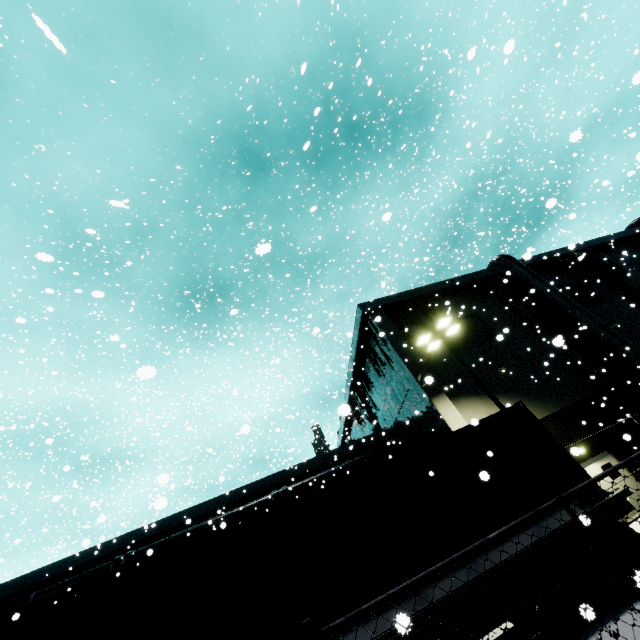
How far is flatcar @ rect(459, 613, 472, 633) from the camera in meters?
5.8 m

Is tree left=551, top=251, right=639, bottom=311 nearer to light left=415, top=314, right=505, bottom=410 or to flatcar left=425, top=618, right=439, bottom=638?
flatcar left=425, top=618, right=439, bottom=638

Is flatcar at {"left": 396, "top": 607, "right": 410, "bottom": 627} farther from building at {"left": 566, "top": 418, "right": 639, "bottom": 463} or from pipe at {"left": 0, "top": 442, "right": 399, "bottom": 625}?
building at {"left": 566, "top": 418, "right": 639, "bottom": 463}

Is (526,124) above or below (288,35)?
below

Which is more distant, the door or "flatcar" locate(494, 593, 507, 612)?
the door

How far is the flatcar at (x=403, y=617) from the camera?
2.3 meters

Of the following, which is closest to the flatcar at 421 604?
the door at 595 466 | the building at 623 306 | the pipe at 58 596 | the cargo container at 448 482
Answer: Result: the cargo container at 448 482

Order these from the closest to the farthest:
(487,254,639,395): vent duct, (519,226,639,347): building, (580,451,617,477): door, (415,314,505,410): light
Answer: (415,314,505,410): light < (580,451,617,477): door < (487,254,639,395): vent duct < (519,226,639,347): building
